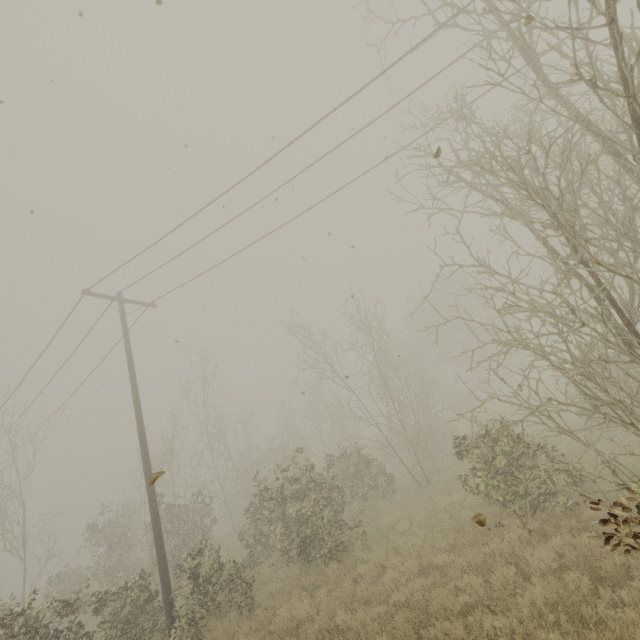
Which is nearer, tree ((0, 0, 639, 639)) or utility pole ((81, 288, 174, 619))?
tree ((0, 0, 639, 639))

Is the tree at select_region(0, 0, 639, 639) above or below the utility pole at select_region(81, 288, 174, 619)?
below

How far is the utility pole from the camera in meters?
9.7 m

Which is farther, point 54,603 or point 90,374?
point 90,374

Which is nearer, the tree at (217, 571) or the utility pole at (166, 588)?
the tree at (217, 571)

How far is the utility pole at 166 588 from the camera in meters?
9.7 m
